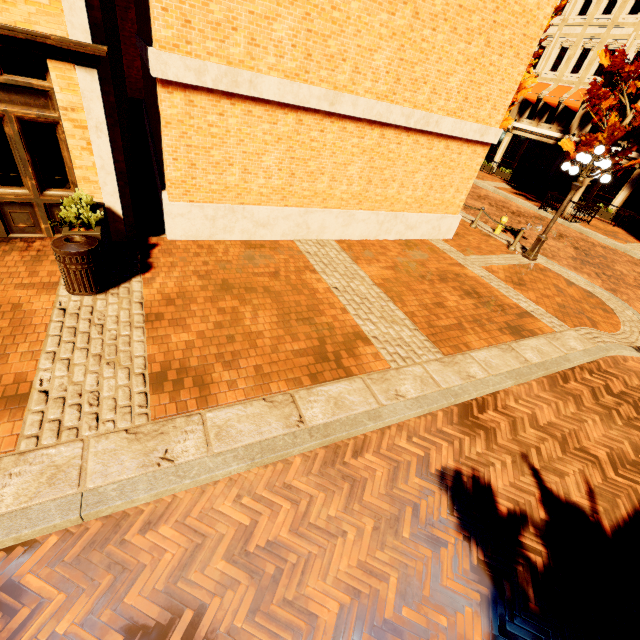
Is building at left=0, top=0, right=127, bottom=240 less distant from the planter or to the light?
the planter

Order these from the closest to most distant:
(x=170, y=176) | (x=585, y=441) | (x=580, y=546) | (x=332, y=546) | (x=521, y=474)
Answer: (x=332, y=546)
(x=580, y=546)
(x=521, y=474)
(x=585, y=441)
(x=170, y=176)

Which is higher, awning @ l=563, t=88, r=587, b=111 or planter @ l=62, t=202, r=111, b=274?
awning @ l=563, t=88, r=587, b=111

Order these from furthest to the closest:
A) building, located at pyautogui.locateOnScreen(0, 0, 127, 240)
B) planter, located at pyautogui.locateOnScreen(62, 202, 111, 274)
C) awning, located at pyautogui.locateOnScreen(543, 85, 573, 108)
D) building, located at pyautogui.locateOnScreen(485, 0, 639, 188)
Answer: awning, located at pyautogui.locateOnScreen(543, 85, 573, 108)
building, located at pyautogui.locateOnScreen(485, 0, 639, 188)
planter, located at pyautogui.locateOnScreen(62, 202, 111, 274)
building, located at pyautogui.locateOnScreen(0, 0, 127, 240)

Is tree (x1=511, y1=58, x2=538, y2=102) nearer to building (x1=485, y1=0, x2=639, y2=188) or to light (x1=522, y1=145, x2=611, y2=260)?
building (x1=485, y1=0, x2=639, y2=188)

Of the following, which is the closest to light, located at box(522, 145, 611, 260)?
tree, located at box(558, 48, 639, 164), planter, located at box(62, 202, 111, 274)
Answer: tree, located at box(558, 48, 639, 164)

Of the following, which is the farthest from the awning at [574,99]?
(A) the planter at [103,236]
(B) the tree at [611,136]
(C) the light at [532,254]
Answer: (A) the planter at [103,236]

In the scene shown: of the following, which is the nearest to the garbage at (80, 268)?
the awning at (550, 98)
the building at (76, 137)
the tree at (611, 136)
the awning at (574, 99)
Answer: the building at (76, 137)
